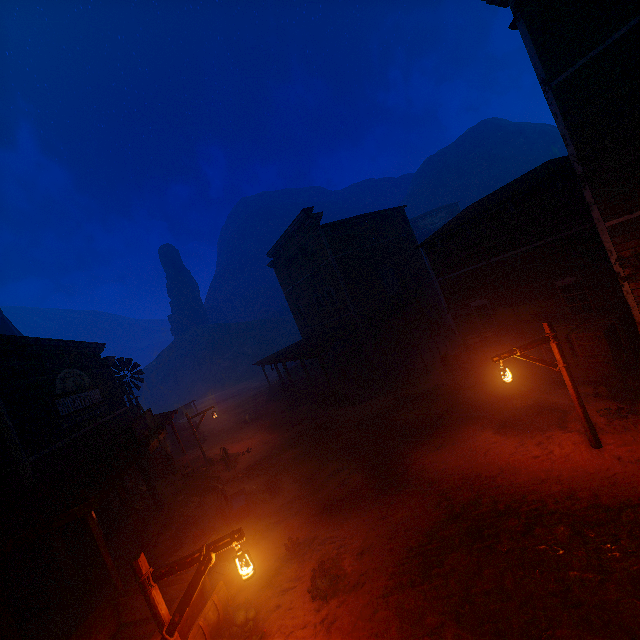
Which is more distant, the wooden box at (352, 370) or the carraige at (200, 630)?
the wooden box at (352, 370)

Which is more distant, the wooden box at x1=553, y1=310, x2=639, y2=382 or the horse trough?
the horse trough

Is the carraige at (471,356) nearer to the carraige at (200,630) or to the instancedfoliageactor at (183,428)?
the carraige at (200,630)

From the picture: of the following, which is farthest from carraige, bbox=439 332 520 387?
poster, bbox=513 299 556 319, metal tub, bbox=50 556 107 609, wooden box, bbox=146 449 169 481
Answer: wooden box, bbox=146 449 169 481

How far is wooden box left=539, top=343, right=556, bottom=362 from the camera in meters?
11.8

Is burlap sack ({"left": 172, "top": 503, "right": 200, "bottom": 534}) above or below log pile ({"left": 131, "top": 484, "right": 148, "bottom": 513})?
below

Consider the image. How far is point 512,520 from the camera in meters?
7.0

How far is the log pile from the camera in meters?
13.7 m
